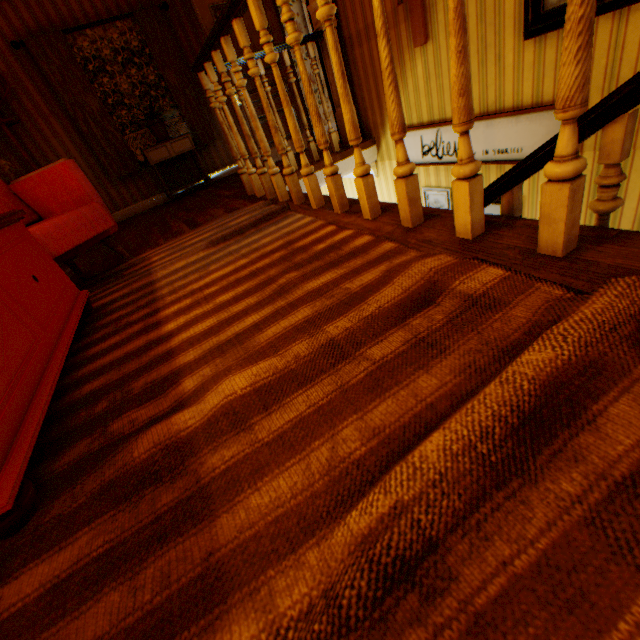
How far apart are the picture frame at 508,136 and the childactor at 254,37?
2.5 meters

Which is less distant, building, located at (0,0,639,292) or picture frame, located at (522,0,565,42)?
building, located at (0,0,639,292)

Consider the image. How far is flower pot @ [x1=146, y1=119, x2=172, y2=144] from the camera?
5.09m

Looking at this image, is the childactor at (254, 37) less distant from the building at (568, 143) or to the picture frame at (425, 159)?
the building at (568, 143)

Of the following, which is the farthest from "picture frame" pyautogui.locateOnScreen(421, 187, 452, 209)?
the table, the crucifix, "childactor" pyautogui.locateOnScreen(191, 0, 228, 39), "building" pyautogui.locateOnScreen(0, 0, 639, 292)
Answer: the table

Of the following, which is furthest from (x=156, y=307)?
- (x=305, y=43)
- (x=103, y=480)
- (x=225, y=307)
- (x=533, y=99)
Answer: (x=305, y=43)

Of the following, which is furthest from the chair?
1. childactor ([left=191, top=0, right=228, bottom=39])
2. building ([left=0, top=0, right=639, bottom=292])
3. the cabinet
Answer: childactor ([left=191, top=0, right=228, bottom=39])

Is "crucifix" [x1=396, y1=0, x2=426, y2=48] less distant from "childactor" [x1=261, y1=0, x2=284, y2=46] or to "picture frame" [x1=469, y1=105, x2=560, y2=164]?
"picture frame" [x1=469, y1=105, x2=560, y2=164]
